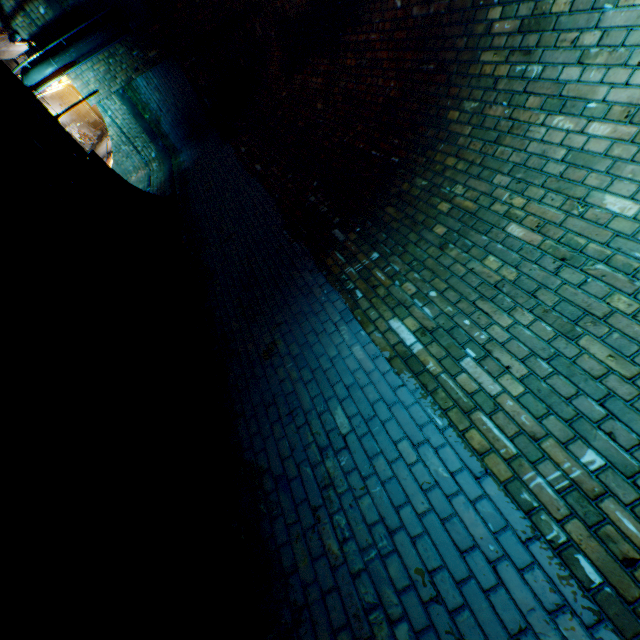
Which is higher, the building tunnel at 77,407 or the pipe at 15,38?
the building tunnel at 77,407

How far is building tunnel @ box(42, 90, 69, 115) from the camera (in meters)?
18.69

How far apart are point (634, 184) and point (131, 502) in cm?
366

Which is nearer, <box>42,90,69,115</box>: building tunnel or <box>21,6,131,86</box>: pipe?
<box>21,6,131,86</box>: pipe

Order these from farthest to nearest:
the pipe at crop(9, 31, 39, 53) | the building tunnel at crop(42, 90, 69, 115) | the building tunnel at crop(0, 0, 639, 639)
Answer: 1. the building tunnel at crop(42, 90, 69, 115)
2. the pipe at crop(9, 31, 39, 53)
3. the building tunnel at crop(0, 0, 639, 639)

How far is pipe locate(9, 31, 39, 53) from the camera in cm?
721

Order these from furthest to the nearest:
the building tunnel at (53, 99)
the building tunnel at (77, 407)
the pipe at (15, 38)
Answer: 1. the building tunnel at (53, 99)
2. the pipe at (15, 38)
3. the building tunnel at (77, 407)
